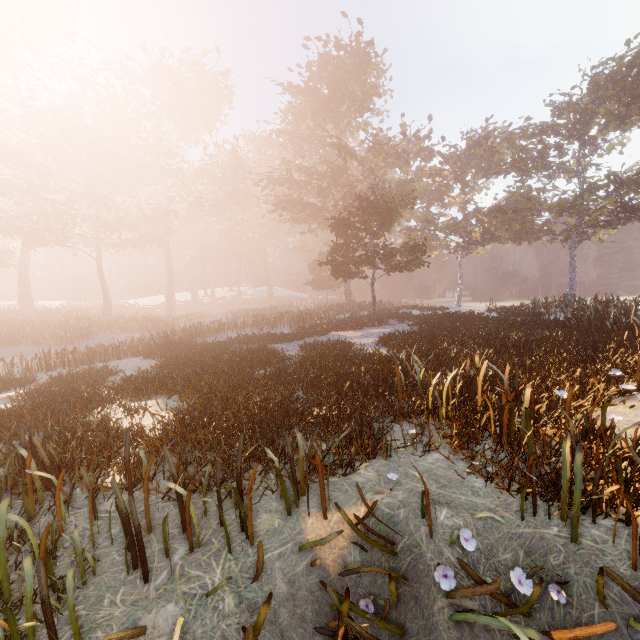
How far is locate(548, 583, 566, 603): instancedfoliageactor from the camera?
3.0 meters

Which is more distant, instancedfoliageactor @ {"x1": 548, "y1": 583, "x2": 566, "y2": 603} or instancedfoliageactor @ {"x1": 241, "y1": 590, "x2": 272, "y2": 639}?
instancedfoliageactor @ {"x1": 548, "y1": 583, "x2": 566, "y2": 603}

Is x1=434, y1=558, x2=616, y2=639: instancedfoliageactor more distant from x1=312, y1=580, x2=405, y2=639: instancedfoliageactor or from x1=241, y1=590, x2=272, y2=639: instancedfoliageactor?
x1=241, y1=590, x2=272, y2=639: instancedfoliageactor

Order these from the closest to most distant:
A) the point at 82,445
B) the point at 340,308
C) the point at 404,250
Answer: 1. the point at 82,445
2. the point at 404,250
3. the point at 340,308

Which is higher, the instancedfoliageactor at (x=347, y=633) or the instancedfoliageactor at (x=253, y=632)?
the instancedfoliageactor at (x=253, y=632)

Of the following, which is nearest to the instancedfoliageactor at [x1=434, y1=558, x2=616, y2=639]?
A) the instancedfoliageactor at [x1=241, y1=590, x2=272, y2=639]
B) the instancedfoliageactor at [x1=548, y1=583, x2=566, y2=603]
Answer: the instancedfoliageactor at [x1=548, y1=583, x2=566, y2=603]

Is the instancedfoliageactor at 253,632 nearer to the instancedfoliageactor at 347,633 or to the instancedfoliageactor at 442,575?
the instancedfoliageactor at 347,633

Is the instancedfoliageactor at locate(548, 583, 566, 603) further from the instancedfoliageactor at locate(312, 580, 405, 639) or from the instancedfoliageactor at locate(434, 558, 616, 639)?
the instancedfoliageactor at locate(312, 580, 405, 639)
